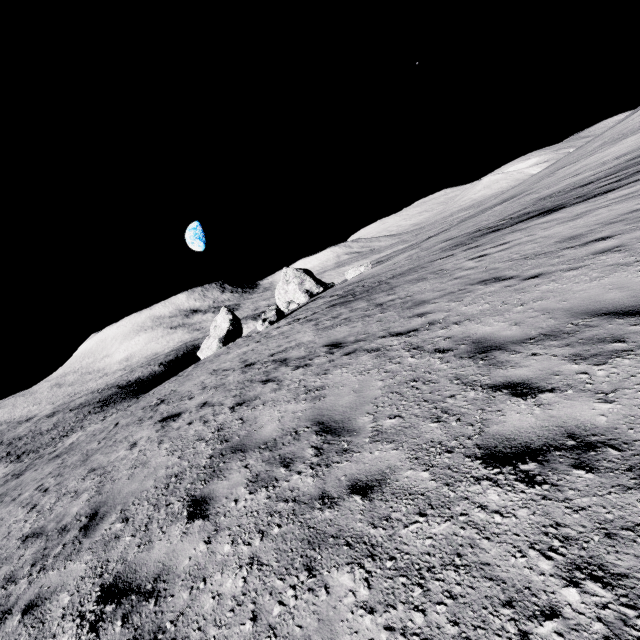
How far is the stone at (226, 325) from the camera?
41.1m

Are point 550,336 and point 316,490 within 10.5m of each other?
yes

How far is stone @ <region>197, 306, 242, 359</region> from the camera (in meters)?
41.12
